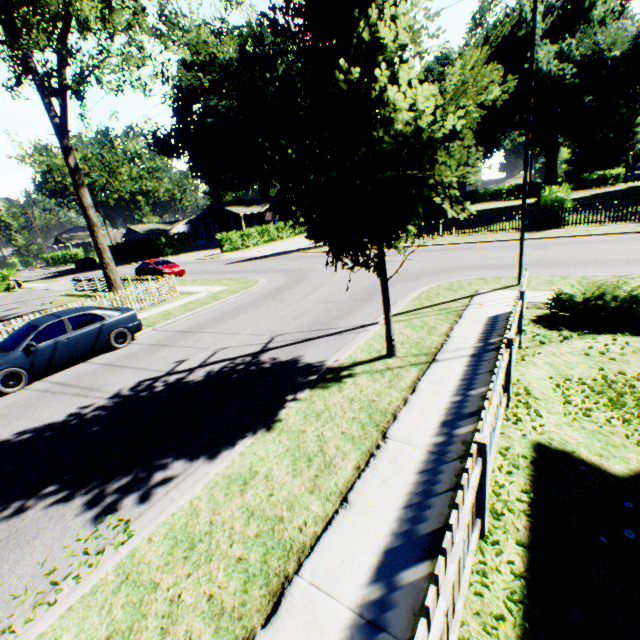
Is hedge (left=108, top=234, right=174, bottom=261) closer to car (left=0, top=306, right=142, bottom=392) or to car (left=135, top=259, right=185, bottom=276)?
car (left=135, top=259, right=185, bottom=276)

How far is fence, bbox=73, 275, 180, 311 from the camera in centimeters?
1505cm

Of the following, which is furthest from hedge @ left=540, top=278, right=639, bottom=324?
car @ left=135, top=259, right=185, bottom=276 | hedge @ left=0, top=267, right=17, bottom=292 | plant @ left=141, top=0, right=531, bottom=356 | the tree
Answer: hedge @ left=0, top=267, right=17, bottom=292

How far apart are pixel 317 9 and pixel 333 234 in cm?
342

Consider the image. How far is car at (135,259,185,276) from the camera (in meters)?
24.55

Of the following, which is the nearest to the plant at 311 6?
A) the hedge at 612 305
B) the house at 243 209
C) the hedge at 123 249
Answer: the hedge at 612 305

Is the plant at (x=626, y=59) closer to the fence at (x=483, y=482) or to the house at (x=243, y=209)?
the house at (x=243, y=209)

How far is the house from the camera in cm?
5028
